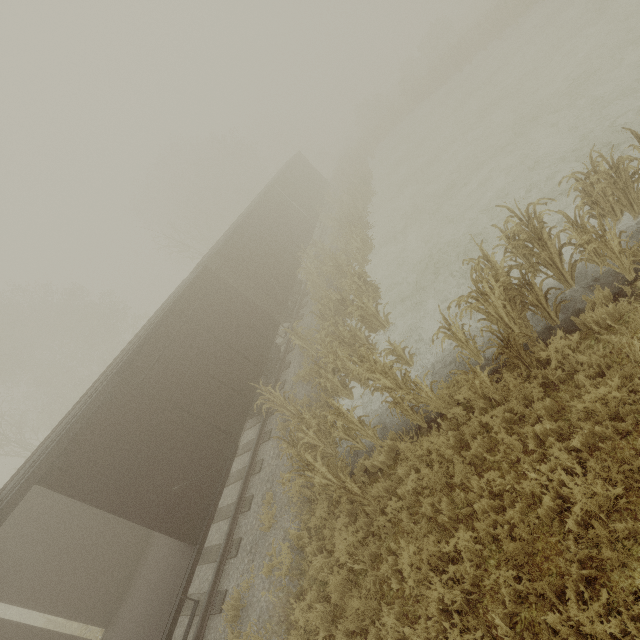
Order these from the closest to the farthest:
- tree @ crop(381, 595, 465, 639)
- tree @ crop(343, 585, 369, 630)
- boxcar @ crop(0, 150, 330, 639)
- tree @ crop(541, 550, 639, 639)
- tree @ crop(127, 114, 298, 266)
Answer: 1. tree @ crop(541, 550, 639, 639)
2. tree @ crop(381, 595, 465, 639)
3. tree @ crop(343, 585, 369, 630)
4. boxcar @ crop(0, 150, 330, 639)
5. tree @ crop(127, 114, 298, 266)

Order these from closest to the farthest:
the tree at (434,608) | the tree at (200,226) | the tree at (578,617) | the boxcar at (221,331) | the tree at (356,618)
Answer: the tree at (578,617) → the tree at (434,608) → the tree at (356,618) → the boxcar at (221,331) → the tree at (200,226)

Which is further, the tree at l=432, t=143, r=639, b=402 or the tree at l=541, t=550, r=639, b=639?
the tree at l=432, t=143, r=639, b=402

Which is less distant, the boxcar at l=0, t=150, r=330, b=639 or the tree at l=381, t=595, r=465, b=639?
the tree at l=381, t=595, r=465, b=639

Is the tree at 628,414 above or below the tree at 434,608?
below

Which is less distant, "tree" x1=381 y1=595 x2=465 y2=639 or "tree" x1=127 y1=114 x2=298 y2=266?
"tree" x1=381 y1=595 x2=465 y2=639

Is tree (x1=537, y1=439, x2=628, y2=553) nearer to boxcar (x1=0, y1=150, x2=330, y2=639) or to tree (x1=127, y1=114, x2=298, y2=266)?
boxcar (x1=0, y1=150, x2=330, y2=639)

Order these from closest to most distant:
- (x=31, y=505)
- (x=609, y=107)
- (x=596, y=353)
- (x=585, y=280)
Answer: (x=596, y=353) → (x=585, y=280) → (x=31, y=505) → (x=609, y=107)
